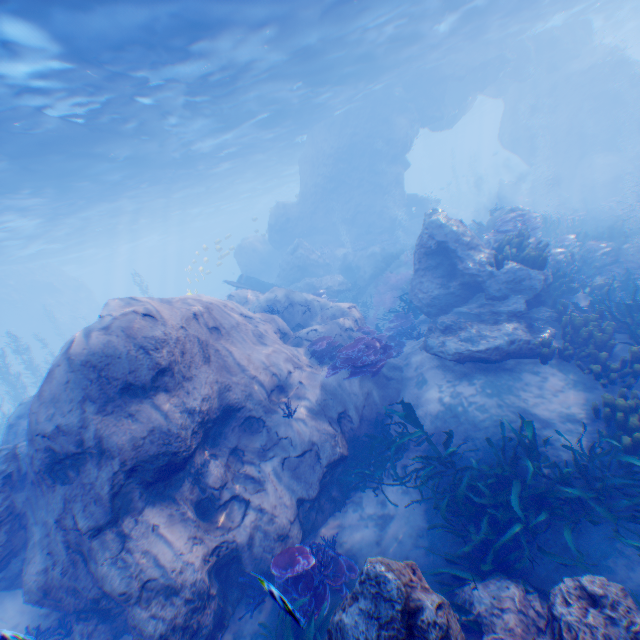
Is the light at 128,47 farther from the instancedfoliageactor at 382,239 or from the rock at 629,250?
the instancedfoliageactor at 382,239

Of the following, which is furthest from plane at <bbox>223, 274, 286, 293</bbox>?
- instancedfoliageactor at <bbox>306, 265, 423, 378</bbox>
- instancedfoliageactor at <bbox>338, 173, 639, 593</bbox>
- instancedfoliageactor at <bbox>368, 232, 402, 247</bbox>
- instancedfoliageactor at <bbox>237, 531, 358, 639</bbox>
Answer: instancedfoliageactor at <bbox>237, 531, 358, 639</bbox>

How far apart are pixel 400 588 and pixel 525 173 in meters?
56.9

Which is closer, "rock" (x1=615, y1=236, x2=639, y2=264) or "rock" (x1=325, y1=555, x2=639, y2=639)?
"rock" (x1=325, y1=555, x2=639, y2=639)

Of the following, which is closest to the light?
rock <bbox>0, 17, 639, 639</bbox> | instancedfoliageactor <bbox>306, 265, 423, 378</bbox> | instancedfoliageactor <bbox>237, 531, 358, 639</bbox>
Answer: rock <bbox>0, 17, 639, 639</bbox>

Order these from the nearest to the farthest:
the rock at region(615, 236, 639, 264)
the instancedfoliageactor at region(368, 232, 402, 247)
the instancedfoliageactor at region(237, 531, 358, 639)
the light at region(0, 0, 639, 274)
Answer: the instancedfoliageactor at region(237, 531, 358, 639)
the light at region(0, 0, 639, 274)
the rock at region(615, 236, 639, 264)
the instancedfoliageactor at region(368, 232, 402, 247)

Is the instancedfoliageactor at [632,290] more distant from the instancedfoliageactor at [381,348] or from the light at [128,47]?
the light at [128,47]

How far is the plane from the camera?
20.29m
